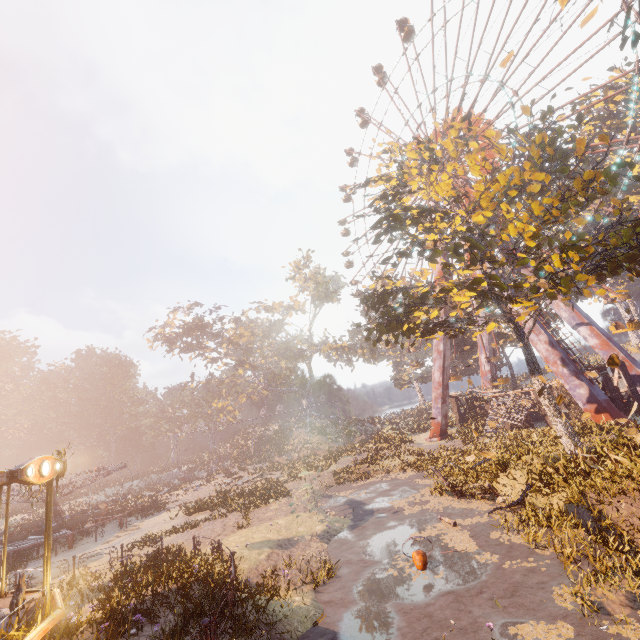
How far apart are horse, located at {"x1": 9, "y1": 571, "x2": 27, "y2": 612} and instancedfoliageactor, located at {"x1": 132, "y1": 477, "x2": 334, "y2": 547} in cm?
1347

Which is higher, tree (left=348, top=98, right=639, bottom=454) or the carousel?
tree (left=348, top=98, right=639, bottom=454)

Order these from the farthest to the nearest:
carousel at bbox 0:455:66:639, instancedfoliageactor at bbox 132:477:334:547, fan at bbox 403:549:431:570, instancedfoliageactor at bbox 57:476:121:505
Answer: instancedfoliageactor at bbox 57:476:121:505 → instancedfoliageactor at bbox 132:477:334:547 → fan at bbox 403:549:431:570 → carousel at bbox 0:455:66:639

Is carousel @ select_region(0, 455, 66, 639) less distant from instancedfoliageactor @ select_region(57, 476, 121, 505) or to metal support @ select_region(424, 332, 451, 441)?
metal support @ select_region(424, 332, 451, 441)

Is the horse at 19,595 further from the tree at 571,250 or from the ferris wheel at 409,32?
the ferris wheel at 409,32

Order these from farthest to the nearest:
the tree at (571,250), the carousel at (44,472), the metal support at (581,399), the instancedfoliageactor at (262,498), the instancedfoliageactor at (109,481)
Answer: the instancedfoliageactor at (109,481) → the metal support at (581,399) → the instancedfoliageactor at (262,498) → the tree at (571,250) → the carousel at (44,472)

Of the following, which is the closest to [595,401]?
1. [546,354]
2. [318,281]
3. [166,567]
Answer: [546,354]

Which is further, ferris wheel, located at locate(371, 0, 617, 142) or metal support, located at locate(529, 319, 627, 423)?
ferris wheel, located at locate(371, 0, 617, 142)
